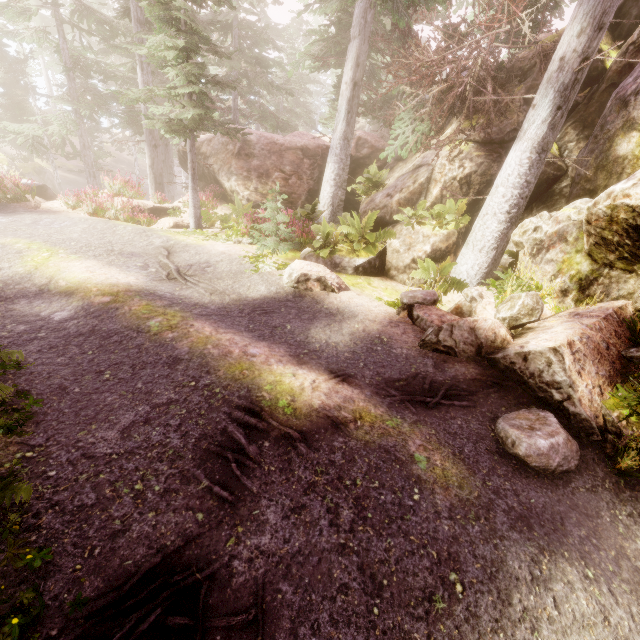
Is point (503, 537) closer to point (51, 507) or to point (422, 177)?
point (51, 507)

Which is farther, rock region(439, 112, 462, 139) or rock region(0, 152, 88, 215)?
rock region(0, 152, 88, 215)

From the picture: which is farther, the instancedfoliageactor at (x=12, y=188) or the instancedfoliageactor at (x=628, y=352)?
the instancedfoliageactor at (x=12, y=188)

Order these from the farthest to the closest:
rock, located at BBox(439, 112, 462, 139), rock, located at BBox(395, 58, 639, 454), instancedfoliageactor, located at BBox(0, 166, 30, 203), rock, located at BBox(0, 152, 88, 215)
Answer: rock, located at BBox(0, 152, 88, 215)
instancedfoliageactor, located at BBox(0, 166, 30, 203)
rock, located at BBox(439, 112, 462, 139)
rock, located at BBox(395, 58, 639, 454)

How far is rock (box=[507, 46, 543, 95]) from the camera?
9.8m
